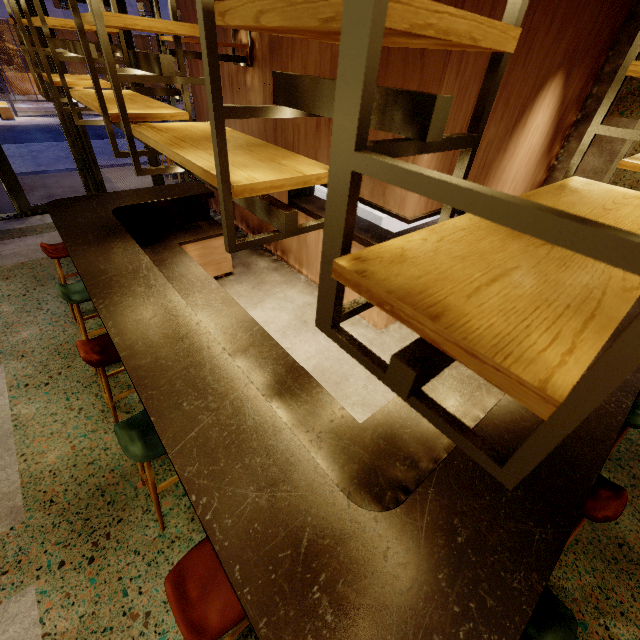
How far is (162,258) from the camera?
4.1m

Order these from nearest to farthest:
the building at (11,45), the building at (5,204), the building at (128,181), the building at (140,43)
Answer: the building at (5,204), the building at (128,181), the building at (11,45), the building at (140,43)

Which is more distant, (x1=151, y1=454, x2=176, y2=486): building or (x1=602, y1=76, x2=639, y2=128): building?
(x1=602, y1=76, x2=639, y2=128): building

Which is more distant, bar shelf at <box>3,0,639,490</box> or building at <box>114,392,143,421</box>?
building at <box>114,392,143,421</box>

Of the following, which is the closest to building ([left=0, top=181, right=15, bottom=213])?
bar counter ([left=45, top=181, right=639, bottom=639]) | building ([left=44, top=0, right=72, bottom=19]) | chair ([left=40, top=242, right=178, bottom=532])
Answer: bar counter ([left=45, top=181, right=639, bottom=639])

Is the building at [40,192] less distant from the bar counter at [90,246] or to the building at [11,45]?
the bar counter at [90,246]

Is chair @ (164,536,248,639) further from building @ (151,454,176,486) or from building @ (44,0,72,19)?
building @ (44,0,72,19)

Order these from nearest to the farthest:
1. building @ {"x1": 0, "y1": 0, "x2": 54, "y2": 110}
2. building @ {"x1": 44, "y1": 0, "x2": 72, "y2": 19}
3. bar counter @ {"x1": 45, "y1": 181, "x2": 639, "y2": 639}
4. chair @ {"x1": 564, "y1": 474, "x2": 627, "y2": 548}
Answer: bar counter @ {"x1": 45, "y1": 181, "x2": 639, "y2": 639}, chair @ {"x1": 564, "y1": 474, "x2": 627, "y2": 548}, building @ {"x1": 44, "y1": 0, "x2": 72, "y2": 19}, building @ {"x1": 0, "y1": 0, "x2": 54, "y2": 110}
